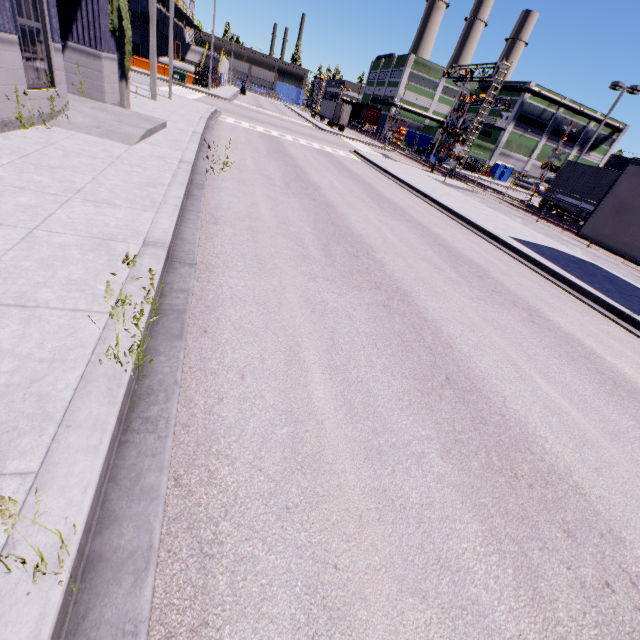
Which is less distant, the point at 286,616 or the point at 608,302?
the point at 286,616

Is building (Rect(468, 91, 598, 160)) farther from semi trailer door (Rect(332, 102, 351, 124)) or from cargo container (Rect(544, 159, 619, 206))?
semi trailer door (Rect(332, 102, 351, 124))

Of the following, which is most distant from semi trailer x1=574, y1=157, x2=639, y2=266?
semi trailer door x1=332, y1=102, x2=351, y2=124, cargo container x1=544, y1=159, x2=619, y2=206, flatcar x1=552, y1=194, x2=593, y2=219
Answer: flatcar x1=552, y1=194, x2=593, y2=219

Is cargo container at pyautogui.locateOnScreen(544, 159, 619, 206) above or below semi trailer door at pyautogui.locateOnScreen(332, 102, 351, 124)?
above

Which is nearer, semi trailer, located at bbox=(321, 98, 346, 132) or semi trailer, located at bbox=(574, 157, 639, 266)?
semi trailer, located at bbox=(574, 157, 639, 266)

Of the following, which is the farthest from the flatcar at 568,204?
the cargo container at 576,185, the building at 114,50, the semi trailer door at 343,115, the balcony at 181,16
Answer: the balcony at 181,16

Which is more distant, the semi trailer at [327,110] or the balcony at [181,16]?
the semi trailer at [327,110]

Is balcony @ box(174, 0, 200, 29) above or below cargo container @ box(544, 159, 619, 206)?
above
